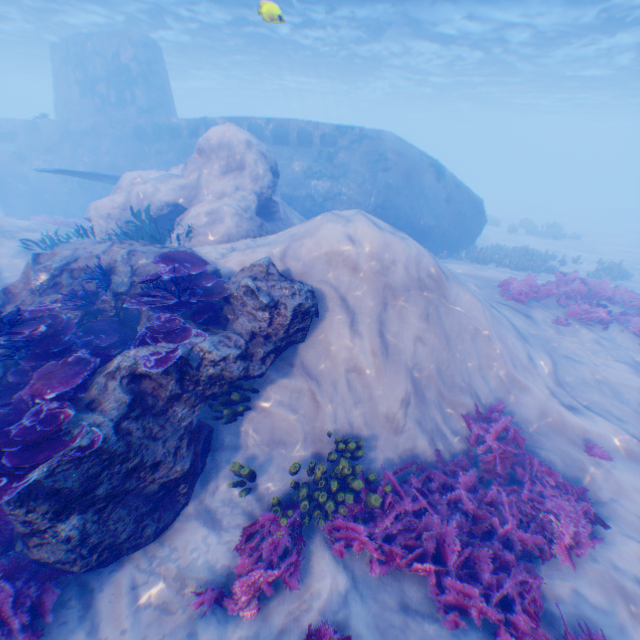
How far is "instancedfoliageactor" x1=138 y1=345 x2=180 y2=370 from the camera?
4.7 meters

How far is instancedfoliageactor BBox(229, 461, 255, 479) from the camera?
5.29m

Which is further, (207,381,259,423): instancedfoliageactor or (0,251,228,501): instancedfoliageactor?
(207,381,259,423): instancedfoliageactor

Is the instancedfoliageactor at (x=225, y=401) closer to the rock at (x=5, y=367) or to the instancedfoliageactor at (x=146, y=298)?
the rock at (x=5, y=367)

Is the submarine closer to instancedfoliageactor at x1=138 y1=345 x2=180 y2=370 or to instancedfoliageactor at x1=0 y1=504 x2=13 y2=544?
instancedfoliageactor at x1=0 y1=504 x2=13 y2=544

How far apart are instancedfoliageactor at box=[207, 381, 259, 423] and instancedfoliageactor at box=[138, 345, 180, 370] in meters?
1.0

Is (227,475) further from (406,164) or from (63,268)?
(406,164)

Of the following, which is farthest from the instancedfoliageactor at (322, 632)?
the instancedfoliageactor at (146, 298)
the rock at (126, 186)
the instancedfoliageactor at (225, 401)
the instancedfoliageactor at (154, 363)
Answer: the instancedfoliageactor at (225, 401)
